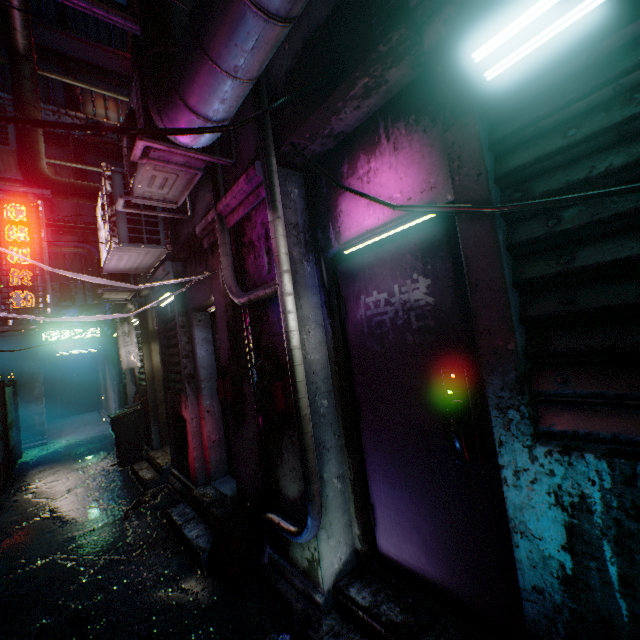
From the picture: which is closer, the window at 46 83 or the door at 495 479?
the door at 495 479

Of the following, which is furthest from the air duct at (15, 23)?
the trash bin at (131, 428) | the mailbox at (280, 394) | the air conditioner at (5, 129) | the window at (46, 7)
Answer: the window at (46, 7)

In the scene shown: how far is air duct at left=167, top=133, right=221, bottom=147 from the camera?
1.7m

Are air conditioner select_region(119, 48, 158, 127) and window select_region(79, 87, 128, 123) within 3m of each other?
no

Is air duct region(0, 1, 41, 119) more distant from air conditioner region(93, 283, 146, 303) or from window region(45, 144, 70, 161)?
window region(45, 144, 70, 161)

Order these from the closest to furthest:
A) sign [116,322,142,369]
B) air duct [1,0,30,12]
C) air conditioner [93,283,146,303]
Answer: air duct [1,0,30,12] → air conditioner [93,283,146,303] → sign [116,322,142,369]

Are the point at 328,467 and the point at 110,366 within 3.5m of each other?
no

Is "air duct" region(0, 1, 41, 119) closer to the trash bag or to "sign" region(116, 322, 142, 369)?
"sign" region(116, 322, 142, 369)
